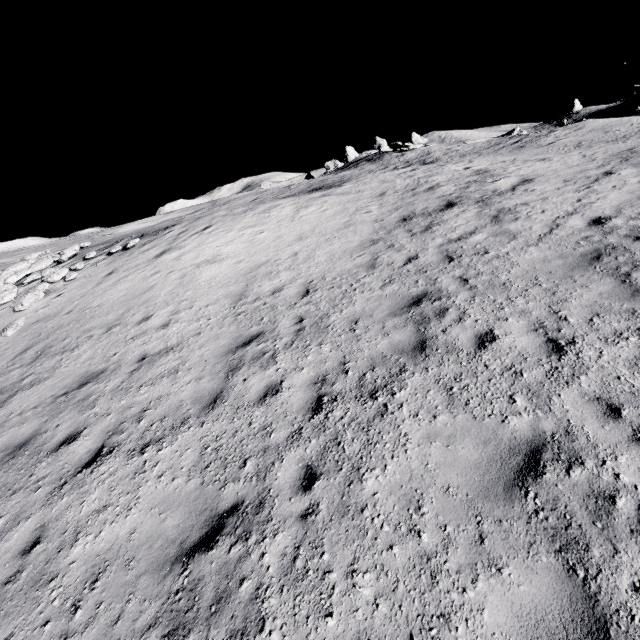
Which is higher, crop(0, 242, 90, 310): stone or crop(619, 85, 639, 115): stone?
crop(619, 85, 639, 115): stone

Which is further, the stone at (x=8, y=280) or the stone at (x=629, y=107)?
the stone at (x=629, y=107)

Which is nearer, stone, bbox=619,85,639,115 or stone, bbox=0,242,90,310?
stone, bbox=0,242,90,310

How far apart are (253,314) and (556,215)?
9.6 meters

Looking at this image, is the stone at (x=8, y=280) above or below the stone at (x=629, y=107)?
below
